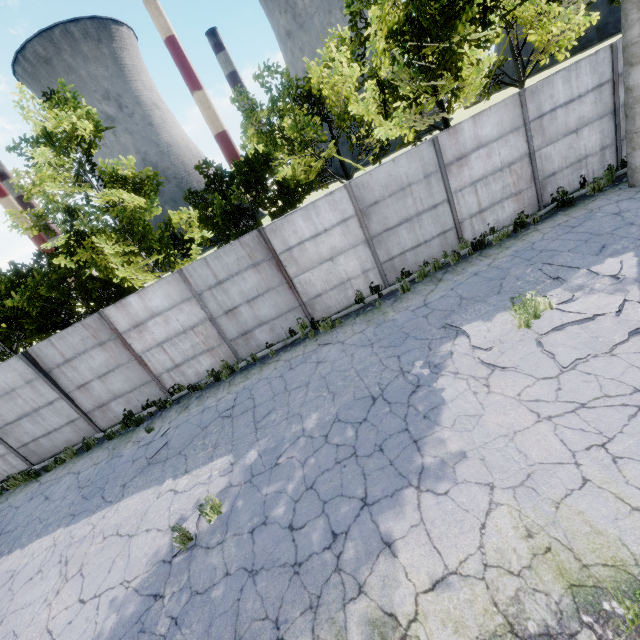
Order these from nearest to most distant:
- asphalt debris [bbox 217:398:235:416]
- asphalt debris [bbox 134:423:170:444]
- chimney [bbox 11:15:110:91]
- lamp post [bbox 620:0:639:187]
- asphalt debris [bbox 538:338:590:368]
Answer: asphalt debris [bbox 538:338:590:368], lamp post [bbox 620:0:639:187], asphalt debris [bbox 217:398:235:416], asphalt debris [bbox 134:423:170:444], chimney [bbox 11:15:110:91]

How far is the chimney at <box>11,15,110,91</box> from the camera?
55.91m

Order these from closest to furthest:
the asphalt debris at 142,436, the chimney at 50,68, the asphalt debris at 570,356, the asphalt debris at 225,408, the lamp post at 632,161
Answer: the asphalt debris at 570,356
the lamp post at 632,161
the asphalt debris at 225,408
the asphalt debris at 142,436
the chimney at 50,68

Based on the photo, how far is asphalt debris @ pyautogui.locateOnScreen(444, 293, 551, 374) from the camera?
5.8m

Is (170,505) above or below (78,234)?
below

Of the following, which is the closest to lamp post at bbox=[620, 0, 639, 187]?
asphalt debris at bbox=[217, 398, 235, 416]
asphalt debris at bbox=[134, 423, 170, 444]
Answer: asphalt debris at bbox=[217, 398, 235, 416]

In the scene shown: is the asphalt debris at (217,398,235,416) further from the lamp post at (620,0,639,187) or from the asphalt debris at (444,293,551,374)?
the lamp post at (620,0,639,187)

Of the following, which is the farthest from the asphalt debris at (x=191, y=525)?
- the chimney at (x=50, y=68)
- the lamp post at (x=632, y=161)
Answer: the chimney at (x=50, y=68)
